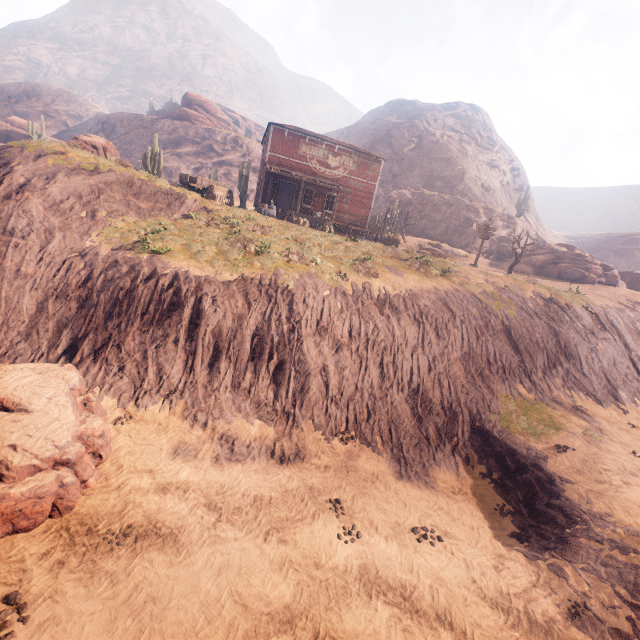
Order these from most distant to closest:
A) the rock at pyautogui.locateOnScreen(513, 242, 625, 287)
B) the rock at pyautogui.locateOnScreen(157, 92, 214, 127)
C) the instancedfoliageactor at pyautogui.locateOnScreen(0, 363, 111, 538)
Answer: the rock at pyautogui.locateOnScreen(157, 92, 214, 127), the rock at pyautogui.locateOnScreen(513, 242, 625, 287), the instancedfoliageactor at pyautogui.locateOnScreen(0, 363, 111, 538)

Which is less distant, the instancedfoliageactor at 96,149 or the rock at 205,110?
the instancedfoliageactor at 96,149

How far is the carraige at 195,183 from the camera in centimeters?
2170cm

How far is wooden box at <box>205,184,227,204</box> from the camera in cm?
Result: 2178

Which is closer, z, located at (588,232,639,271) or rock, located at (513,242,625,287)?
rock, located at (513,242,625,287)

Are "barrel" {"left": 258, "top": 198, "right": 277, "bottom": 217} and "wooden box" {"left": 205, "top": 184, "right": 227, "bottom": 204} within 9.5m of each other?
yes

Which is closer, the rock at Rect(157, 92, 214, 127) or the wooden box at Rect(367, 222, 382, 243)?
the wooden box at Rect(367, 222, 382, 243)

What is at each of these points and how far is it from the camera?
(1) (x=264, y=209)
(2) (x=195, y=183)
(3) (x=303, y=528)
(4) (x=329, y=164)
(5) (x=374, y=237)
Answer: (1) barrel, 24.0m
(2) carraige, 22.3m
(3) z, 8.1m
(4) building, 27.4m
(5) wooden box, 30.5m
